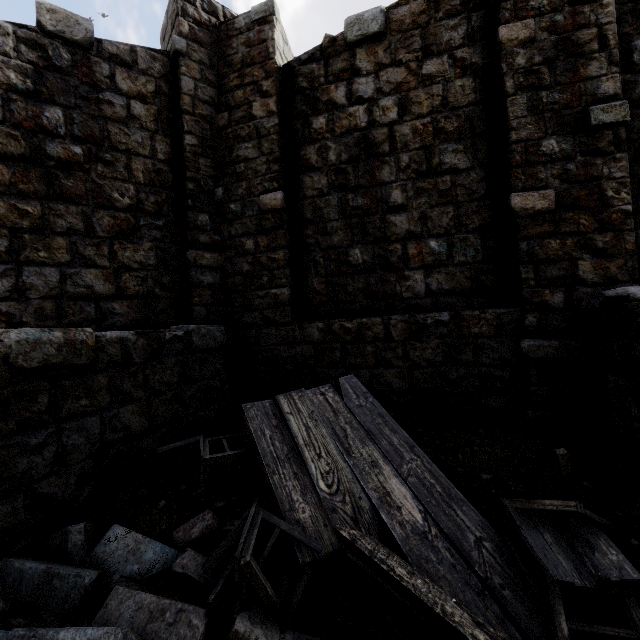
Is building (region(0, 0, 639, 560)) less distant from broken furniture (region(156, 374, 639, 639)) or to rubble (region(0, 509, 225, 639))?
rubble (region(0, 509, 225, 639))

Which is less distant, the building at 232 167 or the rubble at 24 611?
the rubble at 24 611

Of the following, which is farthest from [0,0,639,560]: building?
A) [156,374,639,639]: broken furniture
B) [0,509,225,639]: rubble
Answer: [156,374,639,639]: broken furniture

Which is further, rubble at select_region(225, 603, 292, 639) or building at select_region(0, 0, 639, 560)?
building at select_region(0, 0, 639, 560)

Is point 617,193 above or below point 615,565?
above

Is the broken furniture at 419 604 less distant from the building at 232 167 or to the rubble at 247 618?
the rubble at 247 618

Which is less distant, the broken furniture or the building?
the broken furniture
